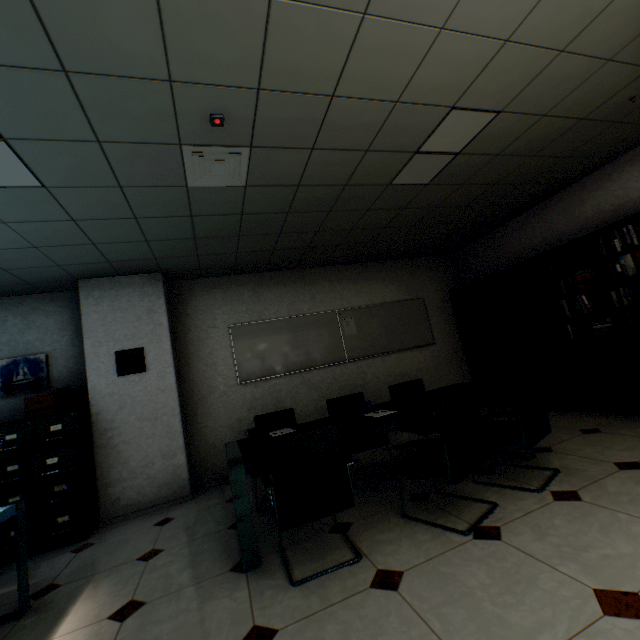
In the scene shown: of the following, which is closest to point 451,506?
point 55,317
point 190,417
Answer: point 190,417

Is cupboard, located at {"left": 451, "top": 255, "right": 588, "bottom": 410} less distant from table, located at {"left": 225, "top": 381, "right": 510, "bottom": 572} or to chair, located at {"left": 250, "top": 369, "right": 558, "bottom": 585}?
table, located at {"left": 225, "top": 381, "right": 510, "bottom": 572}

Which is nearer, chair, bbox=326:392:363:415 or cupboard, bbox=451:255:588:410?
chair, bbox=326:392:363:415

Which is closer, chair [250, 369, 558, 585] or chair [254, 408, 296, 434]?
chair [250, 369, 558, 585]

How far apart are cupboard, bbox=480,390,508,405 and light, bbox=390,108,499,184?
2.27m

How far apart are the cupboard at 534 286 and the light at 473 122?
2.27m

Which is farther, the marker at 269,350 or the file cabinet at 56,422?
the marker at 269,350

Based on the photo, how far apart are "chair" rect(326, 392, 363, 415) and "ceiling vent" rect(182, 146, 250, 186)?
2.6 meters
